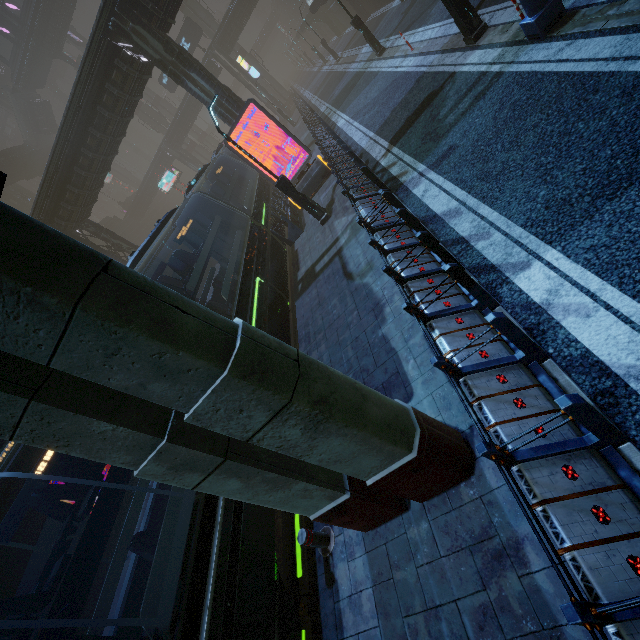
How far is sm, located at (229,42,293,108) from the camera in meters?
47.3

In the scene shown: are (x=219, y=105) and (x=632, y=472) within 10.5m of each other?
no

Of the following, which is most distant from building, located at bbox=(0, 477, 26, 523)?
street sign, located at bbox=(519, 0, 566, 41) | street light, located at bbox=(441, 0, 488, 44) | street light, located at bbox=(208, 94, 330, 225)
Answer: street sign, located at bbox=(519, 0, 566, 41)

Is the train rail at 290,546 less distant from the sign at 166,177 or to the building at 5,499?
the building at 5,499

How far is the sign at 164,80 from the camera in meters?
38.6

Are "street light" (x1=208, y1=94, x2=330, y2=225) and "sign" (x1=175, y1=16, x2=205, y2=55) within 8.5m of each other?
no

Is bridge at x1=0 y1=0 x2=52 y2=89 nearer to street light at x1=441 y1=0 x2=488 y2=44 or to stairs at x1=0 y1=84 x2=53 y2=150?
stairs at x1=0 y1=84 x2=53 y2=150
